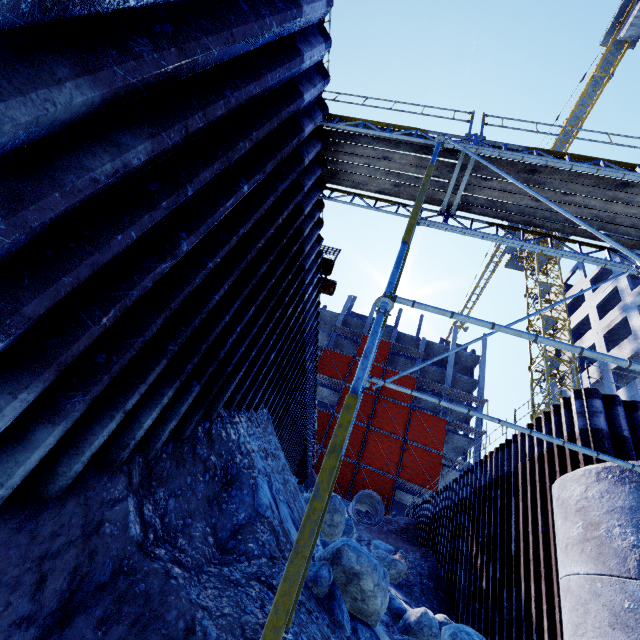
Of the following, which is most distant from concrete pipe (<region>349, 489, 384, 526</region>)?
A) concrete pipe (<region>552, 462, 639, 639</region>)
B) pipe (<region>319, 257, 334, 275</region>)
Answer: pipe (<region>319, 257, 334, 275</region>)

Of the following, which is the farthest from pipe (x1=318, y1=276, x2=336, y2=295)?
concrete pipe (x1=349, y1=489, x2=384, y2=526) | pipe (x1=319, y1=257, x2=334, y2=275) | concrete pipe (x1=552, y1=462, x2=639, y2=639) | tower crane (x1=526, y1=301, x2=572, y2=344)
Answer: tower crane (x1=526, y1=301, x2=572, y2=344)

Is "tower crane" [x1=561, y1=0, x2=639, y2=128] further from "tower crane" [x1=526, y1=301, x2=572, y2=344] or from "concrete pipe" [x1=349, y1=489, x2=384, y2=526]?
"concrete pipe" [x1=349, y1=489, x2=384, y2=526]

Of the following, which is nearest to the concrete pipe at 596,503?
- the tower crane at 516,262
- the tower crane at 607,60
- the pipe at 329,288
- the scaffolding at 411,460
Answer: the scaffolding at 411,460

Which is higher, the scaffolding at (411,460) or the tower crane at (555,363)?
the tower crane at (555,363)

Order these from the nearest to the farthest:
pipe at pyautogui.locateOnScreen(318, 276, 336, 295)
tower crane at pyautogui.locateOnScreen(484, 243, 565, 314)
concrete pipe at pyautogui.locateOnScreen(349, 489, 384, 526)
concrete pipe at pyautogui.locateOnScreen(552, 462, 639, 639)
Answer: concrete pipe at pyautogui.locateOnScreen(552, 462, 639, 639)
pipe at pyautogui.locateOnScreen(318, 276, 336, 295)
concrete pipe at pyautogui.locateOnScreen(349, 489, 384, 526)
tower crane at pyautogui.locateOnScreen(484, 243, 565, 314)

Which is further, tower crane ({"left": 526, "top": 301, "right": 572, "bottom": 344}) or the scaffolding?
tower crane ({"left": 526, "top": 301, "right": 572, "bottom": 344})

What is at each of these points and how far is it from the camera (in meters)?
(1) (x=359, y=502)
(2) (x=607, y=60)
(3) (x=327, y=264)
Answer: (1) concrete pipe, 24.14
(2) tower crane, 36.06
(3) pipe, 9.23
